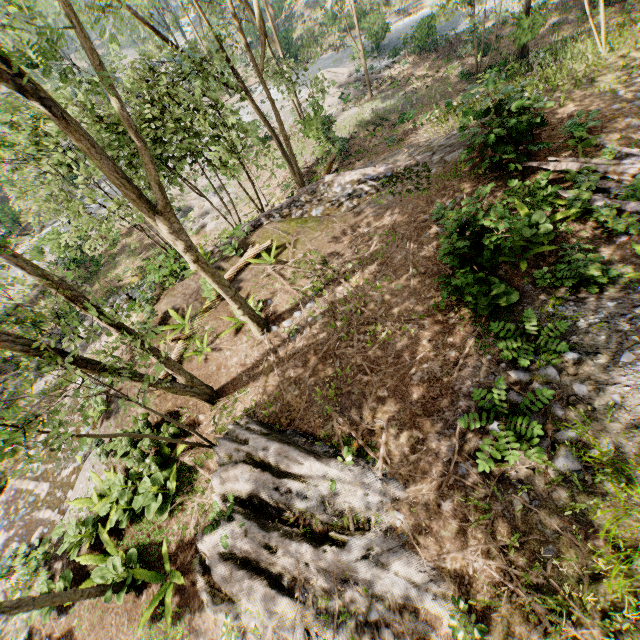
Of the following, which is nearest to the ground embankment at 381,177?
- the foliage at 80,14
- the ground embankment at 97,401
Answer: the foliage at 80,14

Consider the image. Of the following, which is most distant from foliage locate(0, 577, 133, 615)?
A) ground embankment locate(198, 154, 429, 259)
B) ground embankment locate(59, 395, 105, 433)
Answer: ground embankment locate(198, 154, 429, 259)

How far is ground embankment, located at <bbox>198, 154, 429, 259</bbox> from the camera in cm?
1344

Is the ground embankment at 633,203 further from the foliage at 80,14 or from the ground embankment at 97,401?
the ground embankment at 97,401

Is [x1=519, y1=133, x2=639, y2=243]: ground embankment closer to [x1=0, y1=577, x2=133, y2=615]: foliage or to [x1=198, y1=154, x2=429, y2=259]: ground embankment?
[x1=0, y1=577, x2=133, y2=615]: foliage

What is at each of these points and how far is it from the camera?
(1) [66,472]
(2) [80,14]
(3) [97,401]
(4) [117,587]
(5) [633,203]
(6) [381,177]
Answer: (1) ground embankment, 10.5m
(2) foliage, 8.9m
(3) ground embankment, 10.6m
(4) foliage, 7.2m
(5) ground embankment, 8.2m
(6) ground embankment, 13.8m

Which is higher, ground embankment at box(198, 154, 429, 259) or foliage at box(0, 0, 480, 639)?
foliage at box(0, 0, 480, 639)

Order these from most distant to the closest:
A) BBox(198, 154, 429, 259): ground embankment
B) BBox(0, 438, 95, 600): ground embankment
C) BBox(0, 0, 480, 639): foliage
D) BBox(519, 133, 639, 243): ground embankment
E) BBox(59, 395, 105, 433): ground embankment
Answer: BBox(198, 154, 429, 259): ground embankment, BBox(59, 395, 105, 433): ground embankment, BBox(0, 438, 95, 600): ground embankment, BBox(519, 133, 639, 243): ground embankment, BBox(0, 0, 480, 639): foliage
